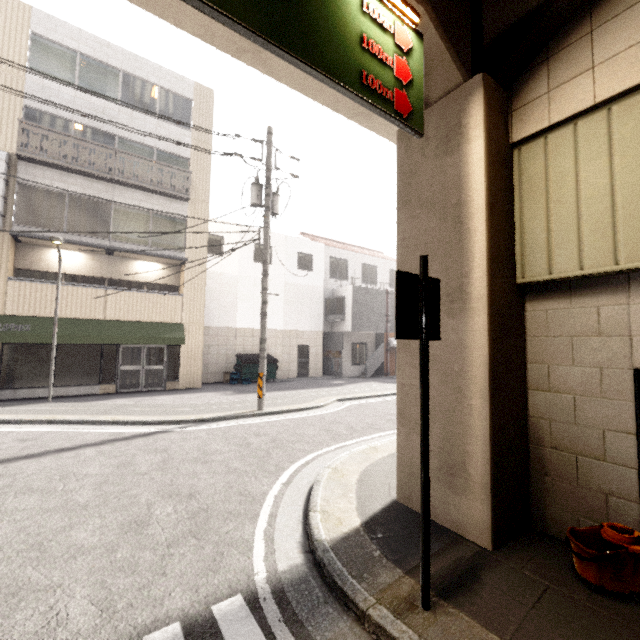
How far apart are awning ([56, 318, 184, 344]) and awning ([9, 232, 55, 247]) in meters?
2.8 m

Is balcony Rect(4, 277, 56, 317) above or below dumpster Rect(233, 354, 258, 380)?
above

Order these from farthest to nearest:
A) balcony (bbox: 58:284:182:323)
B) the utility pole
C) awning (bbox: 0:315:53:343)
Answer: balcony (bbox: 58:284:182:323) < awning (bbox: 0:315:53:343) < the utility pole

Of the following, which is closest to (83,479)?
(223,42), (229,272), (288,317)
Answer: (223,42)

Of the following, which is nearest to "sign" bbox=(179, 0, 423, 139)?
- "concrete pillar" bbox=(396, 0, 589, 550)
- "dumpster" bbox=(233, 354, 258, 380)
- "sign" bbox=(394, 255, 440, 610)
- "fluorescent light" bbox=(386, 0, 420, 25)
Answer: "fluorescent light" bbox=(386, 0, 420, 25)

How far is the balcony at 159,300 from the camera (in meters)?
12.58

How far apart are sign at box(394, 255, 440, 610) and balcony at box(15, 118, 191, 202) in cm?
1471

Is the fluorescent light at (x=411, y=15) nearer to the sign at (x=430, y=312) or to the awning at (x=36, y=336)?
the sign at (x=430, y=312)
